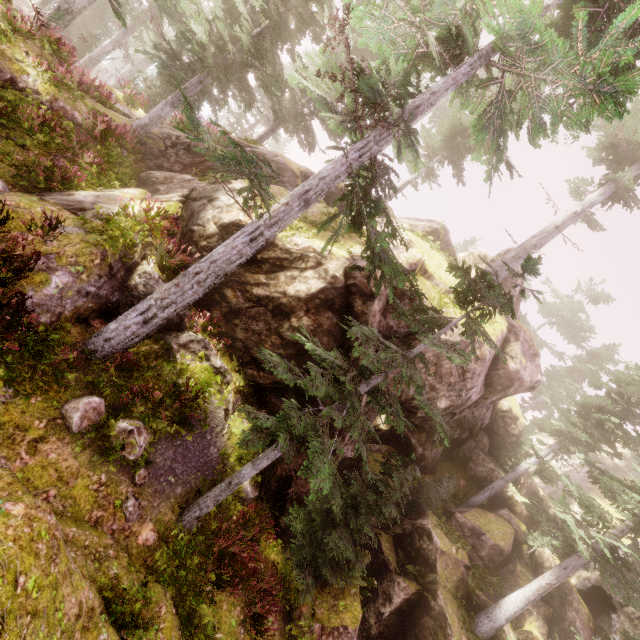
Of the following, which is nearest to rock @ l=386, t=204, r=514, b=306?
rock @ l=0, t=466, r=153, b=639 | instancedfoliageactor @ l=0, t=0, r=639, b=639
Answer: instancedfoliageactor @ l=0, t=0, r=639, b=639

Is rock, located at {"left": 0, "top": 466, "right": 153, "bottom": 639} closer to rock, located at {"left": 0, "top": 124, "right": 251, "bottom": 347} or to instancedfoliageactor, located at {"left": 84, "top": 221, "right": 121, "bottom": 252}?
instancedfoliageactor, located at {"left": 84, "top": 221, "right": 121, "bottom": 252}

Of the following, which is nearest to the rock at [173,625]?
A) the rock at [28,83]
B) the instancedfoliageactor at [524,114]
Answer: the instancedfoliageactor at [524,114]

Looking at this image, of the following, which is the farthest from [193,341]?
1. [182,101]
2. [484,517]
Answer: [484,517]

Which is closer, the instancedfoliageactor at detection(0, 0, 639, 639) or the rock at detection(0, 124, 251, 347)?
the instancedfoliageactor at detection(0, 0, 639, 639)

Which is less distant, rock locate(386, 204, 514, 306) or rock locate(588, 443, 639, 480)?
rock locate(386, 204, 514, 306)

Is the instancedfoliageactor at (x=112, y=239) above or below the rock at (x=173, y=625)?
above
